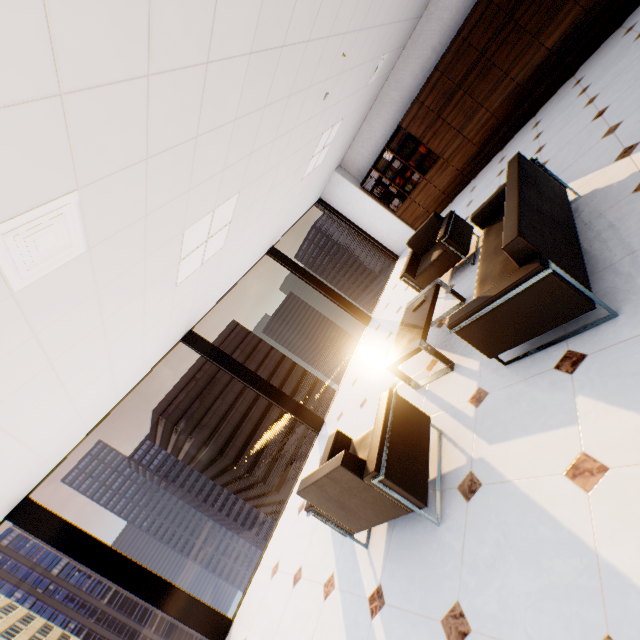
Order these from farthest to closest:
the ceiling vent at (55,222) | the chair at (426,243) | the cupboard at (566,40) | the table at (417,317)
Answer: the cupboard at (566,40) < the chair at (426,243) < the table at (417,317) < the ceiling vent at (55,222)

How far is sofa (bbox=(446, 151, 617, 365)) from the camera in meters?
2.0 m

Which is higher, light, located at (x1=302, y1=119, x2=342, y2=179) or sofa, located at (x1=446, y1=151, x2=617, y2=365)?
light, located at (x1=302, y1=119, x2=342, y2=179)

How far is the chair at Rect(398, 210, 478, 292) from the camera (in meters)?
4.42

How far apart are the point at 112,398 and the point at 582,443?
5.1 meters

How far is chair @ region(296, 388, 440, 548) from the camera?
2.19m

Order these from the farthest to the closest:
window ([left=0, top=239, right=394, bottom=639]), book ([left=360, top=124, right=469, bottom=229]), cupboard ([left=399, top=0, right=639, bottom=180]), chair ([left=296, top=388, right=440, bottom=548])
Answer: book ([left=360, top=124, right=469, bottom=229])
cupboard ([left=399, top=0, right=639, bottom=180])
window ([left=0, top=239, right=394, bottom=639])
chair ([left=296, top=388, right=440, bottom=548])

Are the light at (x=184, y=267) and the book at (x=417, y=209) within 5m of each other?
no
